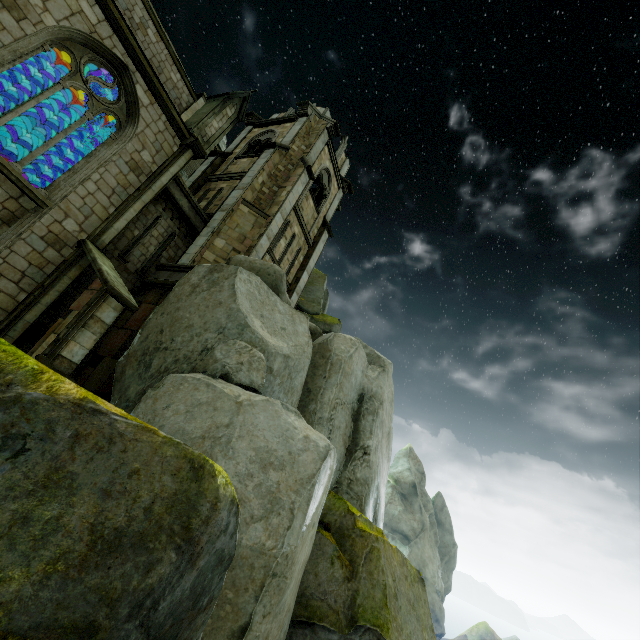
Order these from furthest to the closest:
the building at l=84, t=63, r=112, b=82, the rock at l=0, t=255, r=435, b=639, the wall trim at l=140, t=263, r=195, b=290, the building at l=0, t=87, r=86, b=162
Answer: the building at l=0, t=87, r=86, b=162 < the wall trim at l=140, t=263, r=195, b=290 < the building at l=84, t=63, r=112, b=82 < the rock at l=0, t=255, r=435, b=639

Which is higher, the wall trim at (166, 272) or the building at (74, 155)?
the building at (74, 155)

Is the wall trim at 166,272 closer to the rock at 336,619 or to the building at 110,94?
the rock at 336,619

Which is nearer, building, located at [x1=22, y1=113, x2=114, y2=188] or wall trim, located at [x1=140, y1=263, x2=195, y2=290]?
wall trim, located at [x1=140, y1=263, x2=195, y2=290]

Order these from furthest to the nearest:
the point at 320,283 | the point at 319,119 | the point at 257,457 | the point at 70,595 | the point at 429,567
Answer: the point at 429,567 → the point at 320,283 → the point at 319,119 → the point at 257,457 → the point at 70,595

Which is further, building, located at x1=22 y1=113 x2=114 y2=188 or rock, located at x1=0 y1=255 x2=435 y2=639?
building, located at x1=22 y1=113 x2=114 y2=188

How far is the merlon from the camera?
13.9m

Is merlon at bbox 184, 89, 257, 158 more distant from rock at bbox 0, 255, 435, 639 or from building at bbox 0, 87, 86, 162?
rock at bbox 0, 255, 435, 639
